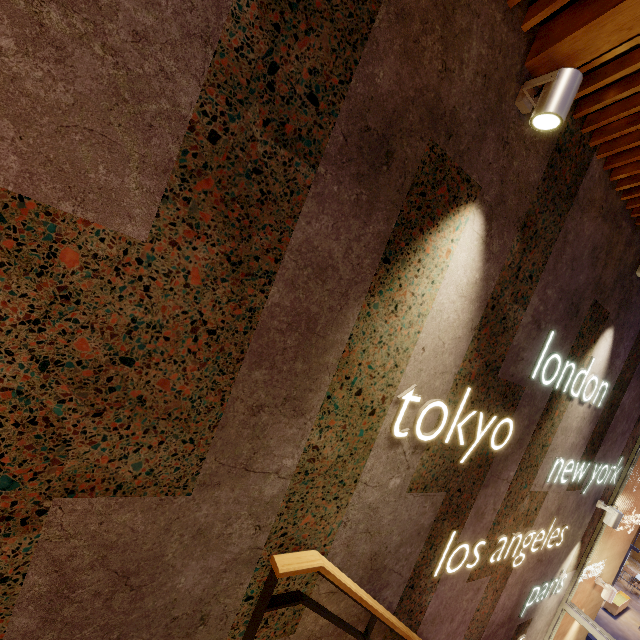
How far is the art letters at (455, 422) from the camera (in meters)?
2.30

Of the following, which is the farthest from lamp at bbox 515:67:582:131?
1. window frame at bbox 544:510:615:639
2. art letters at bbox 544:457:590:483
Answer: window frame at bbox 544:510:615:639

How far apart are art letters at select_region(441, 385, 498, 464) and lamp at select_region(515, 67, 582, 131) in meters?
1.6

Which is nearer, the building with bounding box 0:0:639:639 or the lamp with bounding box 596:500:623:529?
the building with bounding box 0:0:639:639

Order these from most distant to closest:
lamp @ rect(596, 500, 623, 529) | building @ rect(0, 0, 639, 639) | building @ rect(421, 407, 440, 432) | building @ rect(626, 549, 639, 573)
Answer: building @ rect(626, 549, 639, 573) < lamp @ rect(596, 500, 623, 529) < building @ rect(421, 407, 440, 432) < building @ rect(0, 0, 639, 639)

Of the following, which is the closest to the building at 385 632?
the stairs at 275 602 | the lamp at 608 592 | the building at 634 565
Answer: the stairs at 275 602

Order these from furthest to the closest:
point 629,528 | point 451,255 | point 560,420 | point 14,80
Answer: point 629,528
point 560,420
point 451,255
point 14,80

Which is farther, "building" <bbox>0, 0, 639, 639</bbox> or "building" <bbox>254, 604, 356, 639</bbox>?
"building" <bbox>254, 604, 356, 639</bbox>
